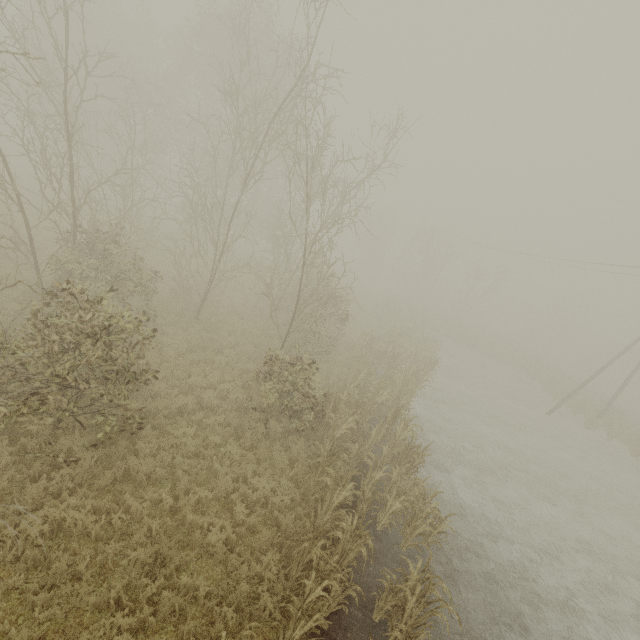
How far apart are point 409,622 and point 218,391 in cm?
813

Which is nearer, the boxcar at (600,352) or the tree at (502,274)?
the tree at (502,274)

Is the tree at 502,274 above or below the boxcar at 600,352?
above

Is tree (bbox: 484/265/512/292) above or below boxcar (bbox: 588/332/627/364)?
above

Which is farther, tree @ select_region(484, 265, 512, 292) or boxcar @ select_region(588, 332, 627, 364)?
boxcar @ select_region(588, 332, 627, 364)

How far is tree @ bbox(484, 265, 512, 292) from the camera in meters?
35.8

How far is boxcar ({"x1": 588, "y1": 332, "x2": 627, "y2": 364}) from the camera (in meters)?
55.81
